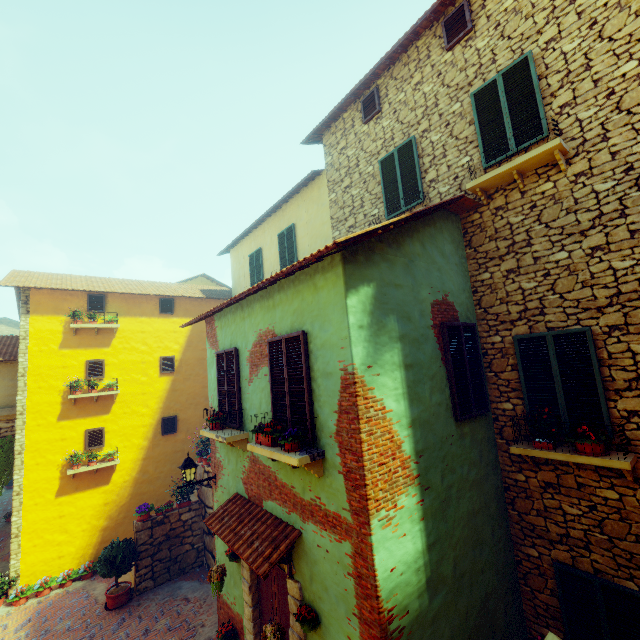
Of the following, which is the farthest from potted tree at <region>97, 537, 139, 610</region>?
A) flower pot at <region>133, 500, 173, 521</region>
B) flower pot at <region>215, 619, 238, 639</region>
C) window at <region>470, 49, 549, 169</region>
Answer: window at <region>470, 49, 549, 169</region>

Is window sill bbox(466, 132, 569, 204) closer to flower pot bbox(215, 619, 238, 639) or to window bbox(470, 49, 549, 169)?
window bbox(470, 49, 549, 169)

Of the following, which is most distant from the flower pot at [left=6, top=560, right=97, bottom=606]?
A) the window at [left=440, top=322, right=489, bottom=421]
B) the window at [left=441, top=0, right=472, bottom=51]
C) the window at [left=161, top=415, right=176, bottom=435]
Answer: the window at [left=441, top=0, right=472, bottom=51]

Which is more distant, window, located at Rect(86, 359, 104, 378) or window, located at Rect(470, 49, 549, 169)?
window, located at Rect(86, 359, 104, 378)

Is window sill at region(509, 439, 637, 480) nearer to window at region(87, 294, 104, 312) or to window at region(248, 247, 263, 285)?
window at region(87, 294, 104, 312)

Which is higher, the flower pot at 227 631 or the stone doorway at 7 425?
the stone doorway at 7 425

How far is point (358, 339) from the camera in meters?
4.3

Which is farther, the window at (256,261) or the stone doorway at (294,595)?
the window at (256,261)
